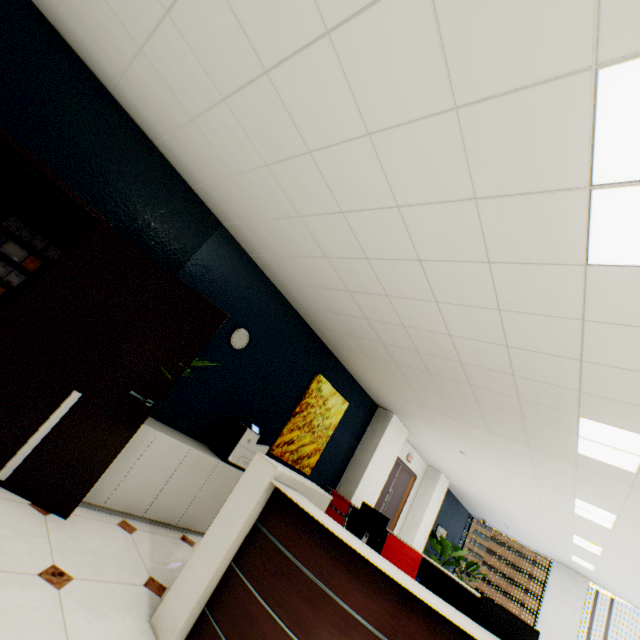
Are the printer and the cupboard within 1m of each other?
yes

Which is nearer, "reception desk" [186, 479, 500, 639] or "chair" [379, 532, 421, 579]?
"reception desk" [186, 479, 500, 639]

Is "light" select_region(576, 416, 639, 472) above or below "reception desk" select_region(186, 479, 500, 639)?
above

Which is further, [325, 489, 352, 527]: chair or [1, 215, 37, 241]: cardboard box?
[1, 215, 37, 241]: cardboard box

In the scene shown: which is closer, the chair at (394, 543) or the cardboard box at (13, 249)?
the chair at (394, 543)

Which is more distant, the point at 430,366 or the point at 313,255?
the point at 430,366

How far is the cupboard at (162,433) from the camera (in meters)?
2.97

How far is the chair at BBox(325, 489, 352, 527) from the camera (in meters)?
4.29
